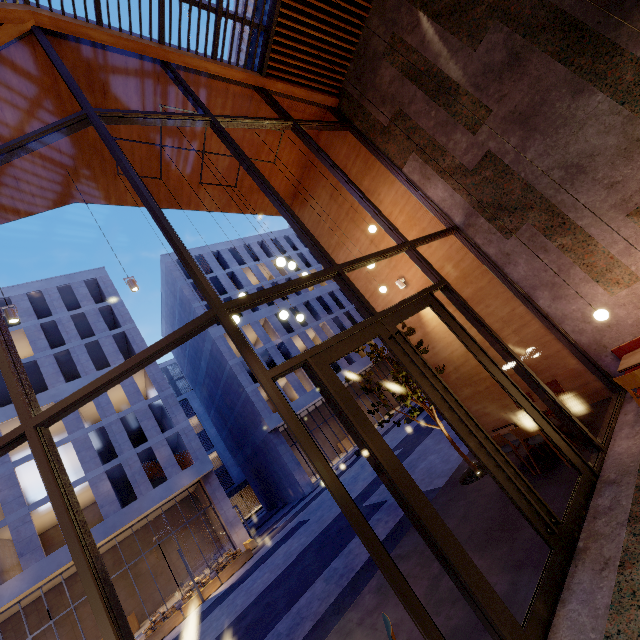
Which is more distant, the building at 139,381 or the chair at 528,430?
the building at 139,381

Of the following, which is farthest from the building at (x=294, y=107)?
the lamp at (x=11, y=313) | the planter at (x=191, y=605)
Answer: the planter at (x=191, y=605)

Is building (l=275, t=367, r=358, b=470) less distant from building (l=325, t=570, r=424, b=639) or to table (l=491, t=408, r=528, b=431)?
building (l=325, t=570, r=424, b=639)

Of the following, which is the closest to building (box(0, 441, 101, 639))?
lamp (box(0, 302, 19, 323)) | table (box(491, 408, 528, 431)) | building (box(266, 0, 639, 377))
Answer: building (box(266, 0, 639, 377))

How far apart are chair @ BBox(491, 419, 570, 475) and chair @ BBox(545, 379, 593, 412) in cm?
60

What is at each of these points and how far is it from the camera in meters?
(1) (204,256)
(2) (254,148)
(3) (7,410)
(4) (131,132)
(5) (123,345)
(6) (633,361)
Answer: (1) building, 35.1 m
(2) building, 9.1 m
(3) building, 21.5 m
(4) building, 7.7 m
(5) building, 29.1 m
(6) table, 5.1 m

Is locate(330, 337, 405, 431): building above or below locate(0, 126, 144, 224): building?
below

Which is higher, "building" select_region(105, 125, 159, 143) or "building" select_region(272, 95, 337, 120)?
"building" select_region(105, 125, 159, 143)
